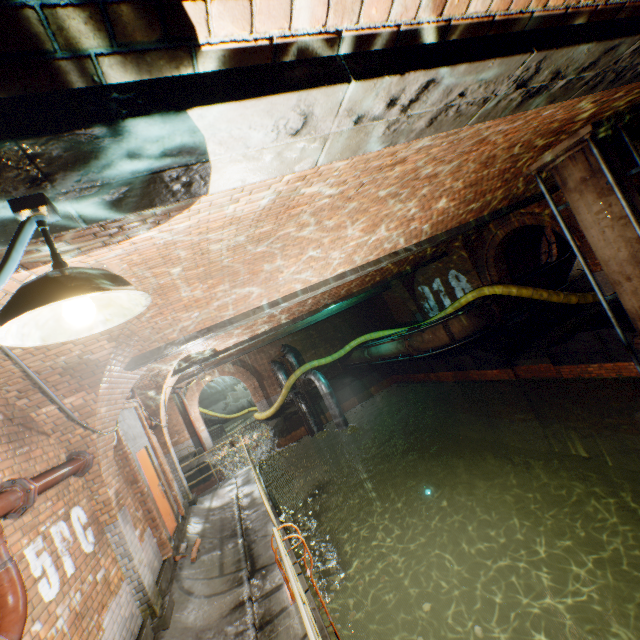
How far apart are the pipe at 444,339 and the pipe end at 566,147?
5.9 meters

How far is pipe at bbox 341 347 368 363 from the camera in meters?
18.7

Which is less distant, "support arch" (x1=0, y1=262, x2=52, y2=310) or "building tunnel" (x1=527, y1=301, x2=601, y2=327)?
"support arch" (x1=0, y1=262, x2=52, y2=310)

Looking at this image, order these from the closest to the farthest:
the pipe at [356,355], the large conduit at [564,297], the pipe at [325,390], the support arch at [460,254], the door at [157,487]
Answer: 1. the door at [157,487]
2. the large conduit at [564,297]
3. the support arch at [460,254]
4. the pipe at [325,390]
5. the pipe at [356,355]

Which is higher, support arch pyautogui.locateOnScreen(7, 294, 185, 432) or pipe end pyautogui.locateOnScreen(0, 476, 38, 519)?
support arch pyautogui.locateOnScreen(7, 294, 185, 432)

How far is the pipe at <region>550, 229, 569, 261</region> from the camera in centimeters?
1471cm

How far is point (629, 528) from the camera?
8.8m

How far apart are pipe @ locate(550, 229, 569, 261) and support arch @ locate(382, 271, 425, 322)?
5.6m
